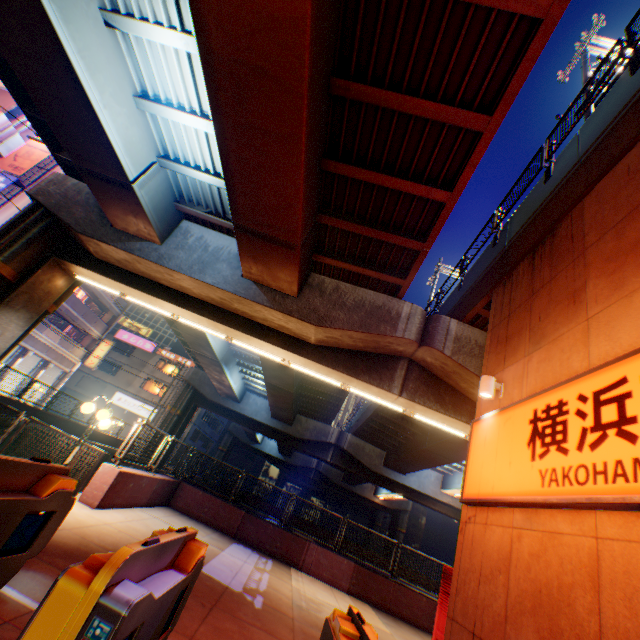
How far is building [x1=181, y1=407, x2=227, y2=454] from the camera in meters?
43.7

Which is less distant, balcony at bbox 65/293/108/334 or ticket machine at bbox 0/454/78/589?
ticket machine at bbox 0/454/78/589

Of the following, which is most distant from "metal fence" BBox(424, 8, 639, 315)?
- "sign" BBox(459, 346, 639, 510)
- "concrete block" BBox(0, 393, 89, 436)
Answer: "sign" BBox(459, 346, 639, 510)

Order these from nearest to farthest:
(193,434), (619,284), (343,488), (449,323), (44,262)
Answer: (619,284), (449,323), (44,262), (193,434), (343,488)

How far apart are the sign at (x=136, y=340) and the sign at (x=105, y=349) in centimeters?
995cm

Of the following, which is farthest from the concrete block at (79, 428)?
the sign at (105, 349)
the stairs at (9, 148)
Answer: the stairs at (9, 148)

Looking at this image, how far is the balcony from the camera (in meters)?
29.80

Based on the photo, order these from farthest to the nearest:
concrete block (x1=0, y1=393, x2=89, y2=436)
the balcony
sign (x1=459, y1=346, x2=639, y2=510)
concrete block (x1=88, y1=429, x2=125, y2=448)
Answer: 1. the balcony
2. concrete block (x1=88, y1=429, x2=125, y2=448)
3. concrete block (x1=0, y1=393, x2=89, y2=436)
4. sign (x1=459, y1=346, x2=639, y2=510)
